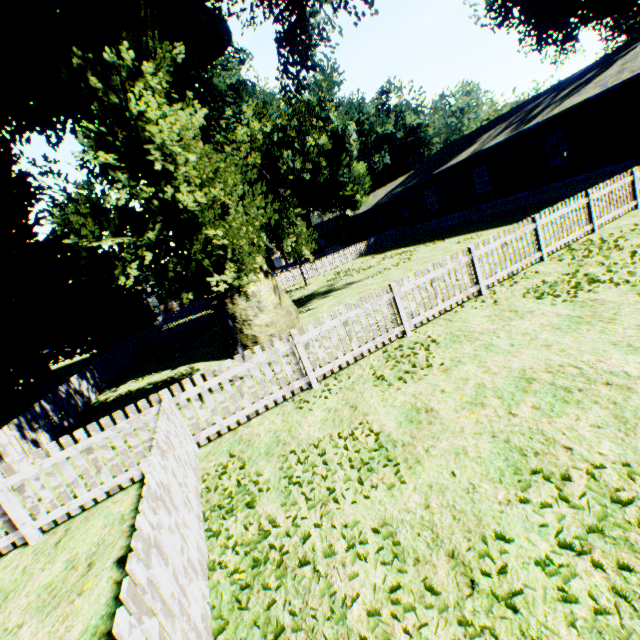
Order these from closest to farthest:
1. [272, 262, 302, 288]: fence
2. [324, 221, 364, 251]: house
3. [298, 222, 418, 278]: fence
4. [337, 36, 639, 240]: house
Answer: [337, 36, 639, 240]: house, [272, 262, 302, 288]: fence, [298, 222, 418, 278]: fence, [324, 221, 364, 251]: house

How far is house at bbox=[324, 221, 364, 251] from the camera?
47.3m

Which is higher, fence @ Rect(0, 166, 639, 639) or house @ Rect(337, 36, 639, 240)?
house @ Rect(337, 36, 639, 240)

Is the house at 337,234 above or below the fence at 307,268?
above

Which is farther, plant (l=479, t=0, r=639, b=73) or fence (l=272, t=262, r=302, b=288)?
fence (l=272, t=262, r=302, b=288)

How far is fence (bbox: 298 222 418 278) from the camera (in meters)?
29.92

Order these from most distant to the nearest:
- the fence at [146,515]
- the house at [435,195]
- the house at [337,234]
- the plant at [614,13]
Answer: the house at [337,234] → the plant at [614,13] → the house at [435,195] → the fence at [146,515]

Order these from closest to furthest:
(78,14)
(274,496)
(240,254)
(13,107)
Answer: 1. (274,496)
2. (240,254)
3. (13,107)
4. (78,14)
